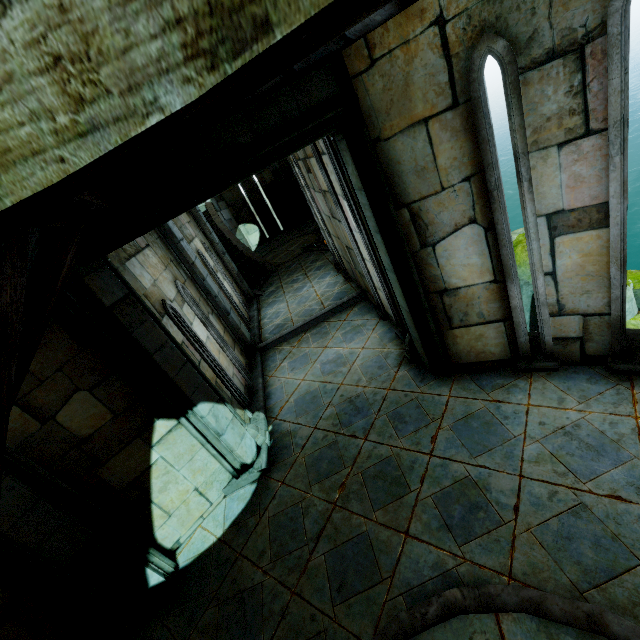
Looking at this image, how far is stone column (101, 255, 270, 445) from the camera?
3.8m

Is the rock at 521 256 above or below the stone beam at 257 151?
below

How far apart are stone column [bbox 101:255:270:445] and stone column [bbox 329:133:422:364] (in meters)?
2.65

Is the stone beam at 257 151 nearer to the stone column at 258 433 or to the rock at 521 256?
the stone column at 258 433

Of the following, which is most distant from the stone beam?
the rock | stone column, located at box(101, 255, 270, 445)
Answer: the rock

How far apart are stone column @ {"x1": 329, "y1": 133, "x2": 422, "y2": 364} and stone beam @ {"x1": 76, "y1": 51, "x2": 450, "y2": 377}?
0.01m

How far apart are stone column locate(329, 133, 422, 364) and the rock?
7.5 meters

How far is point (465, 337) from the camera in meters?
4.4
